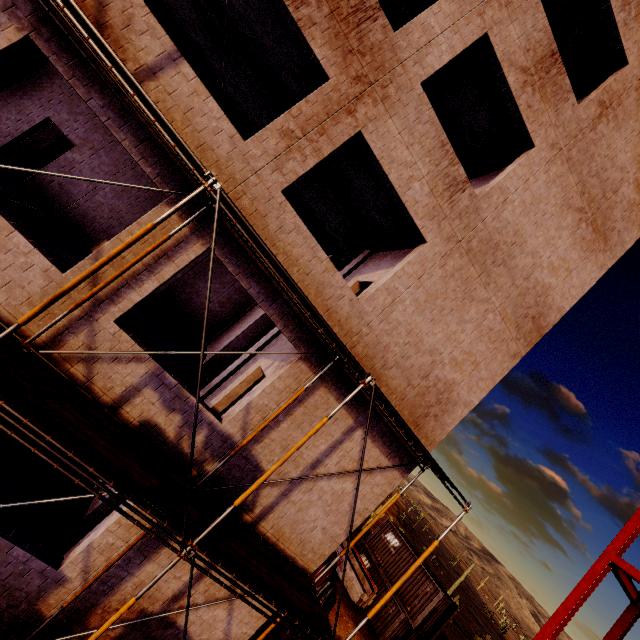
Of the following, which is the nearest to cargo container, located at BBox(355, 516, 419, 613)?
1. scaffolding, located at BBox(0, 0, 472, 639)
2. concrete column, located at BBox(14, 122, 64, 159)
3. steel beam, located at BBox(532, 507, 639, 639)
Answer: steel beam, located at BBox(532, 507, 639, 639)

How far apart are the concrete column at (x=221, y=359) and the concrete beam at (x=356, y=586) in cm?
1787

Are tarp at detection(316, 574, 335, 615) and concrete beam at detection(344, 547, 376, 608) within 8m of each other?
yes

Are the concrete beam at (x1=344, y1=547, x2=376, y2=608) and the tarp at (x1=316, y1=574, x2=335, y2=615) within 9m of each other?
yes

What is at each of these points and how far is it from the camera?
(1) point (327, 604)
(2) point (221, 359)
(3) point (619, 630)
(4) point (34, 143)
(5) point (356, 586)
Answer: (1) tarp, 16.5m
(2) concrete column, 14.2m
(3) steel beam, 13.5m
(4) concrete column, 14.3m
(5) concrete beam, 20.9m

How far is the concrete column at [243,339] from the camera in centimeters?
1429cm

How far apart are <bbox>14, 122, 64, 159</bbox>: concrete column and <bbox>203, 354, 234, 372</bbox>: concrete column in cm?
1199

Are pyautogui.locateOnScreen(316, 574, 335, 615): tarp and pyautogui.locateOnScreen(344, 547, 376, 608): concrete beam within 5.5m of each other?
yes
